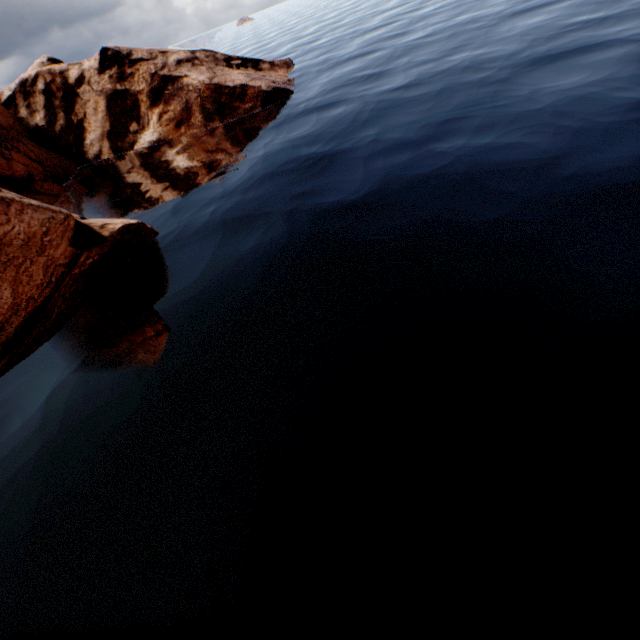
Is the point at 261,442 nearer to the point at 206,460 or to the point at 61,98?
the point at 206,460
